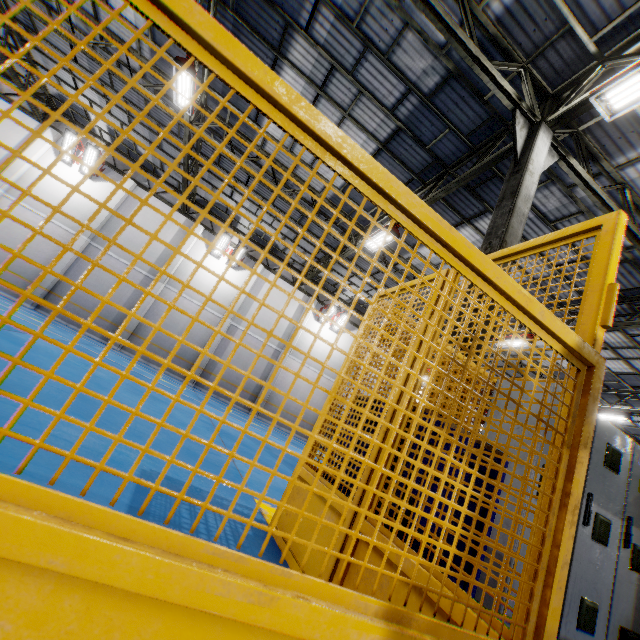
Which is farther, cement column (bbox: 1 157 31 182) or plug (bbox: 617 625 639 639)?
cement column (bbox: 1 157 31 182)

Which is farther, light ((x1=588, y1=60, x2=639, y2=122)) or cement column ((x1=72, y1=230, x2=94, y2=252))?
cement column ((x1=72, y1=230, x2=94, y2=252))

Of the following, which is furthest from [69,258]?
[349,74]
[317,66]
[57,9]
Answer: [349,74]

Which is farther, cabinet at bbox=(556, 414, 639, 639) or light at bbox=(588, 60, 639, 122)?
light at bbox=(588, 60, 639, 122)

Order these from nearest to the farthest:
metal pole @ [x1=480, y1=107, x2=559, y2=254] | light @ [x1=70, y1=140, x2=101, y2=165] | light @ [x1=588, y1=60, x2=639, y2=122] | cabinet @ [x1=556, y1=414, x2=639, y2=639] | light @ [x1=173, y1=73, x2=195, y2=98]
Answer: cabinet @ [x1=556, y1=414, x2=639, y2=639]
light @ [x1=588, y1=60, x2=639, y2=122]
metal pole @ [x1=480, y1=107, x2=559, y2=254]
light @ [x1=173, y1=73, x2=195, y2=98]
light @ [x1=70, y1=140, x2=101, y2=165]

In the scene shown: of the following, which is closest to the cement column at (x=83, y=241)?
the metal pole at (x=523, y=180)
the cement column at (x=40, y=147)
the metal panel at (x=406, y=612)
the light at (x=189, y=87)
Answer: the cement column at (x=40, y=147)

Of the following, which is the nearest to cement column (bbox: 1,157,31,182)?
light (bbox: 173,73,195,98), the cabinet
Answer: light (bbox: 173,73,195,98)

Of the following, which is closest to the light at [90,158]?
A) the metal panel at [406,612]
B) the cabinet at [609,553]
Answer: the metal panel at [406,612]
